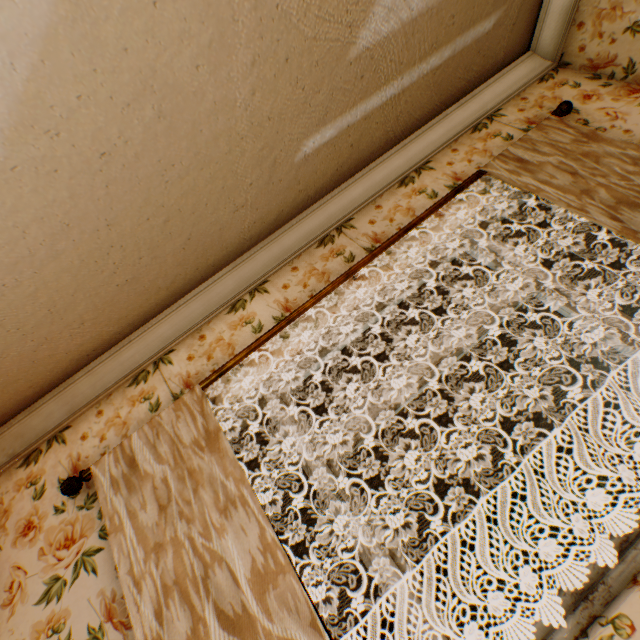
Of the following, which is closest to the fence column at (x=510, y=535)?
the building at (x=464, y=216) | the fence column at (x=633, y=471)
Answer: the fence column at (x=633, y=471)

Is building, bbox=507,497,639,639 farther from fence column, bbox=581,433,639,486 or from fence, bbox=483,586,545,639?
fence column, bbox=581,433,639,486

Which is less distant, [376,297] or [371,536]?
[371,536]

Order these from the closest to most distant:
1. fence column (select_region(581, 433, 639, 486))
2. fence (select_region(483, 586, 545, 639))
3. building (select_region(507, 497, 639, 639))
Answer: building (select_region(507, 497, 639, 639)) → fence (select_region(483, 586, 545, 639)) → fence column (select_region(581, 433, 639, 486))

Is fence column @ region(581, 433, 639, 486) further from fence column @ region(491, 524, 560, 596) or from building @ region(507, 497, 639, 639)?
building @ region(507, 497, 639, 639)

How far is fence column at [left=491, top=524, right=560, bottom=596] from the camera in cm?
1129

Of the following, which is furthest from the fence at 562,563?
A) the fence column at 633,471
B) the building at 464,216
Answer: the building at 464,216

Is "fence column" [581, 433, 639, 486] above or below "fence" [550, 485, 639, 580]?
above
